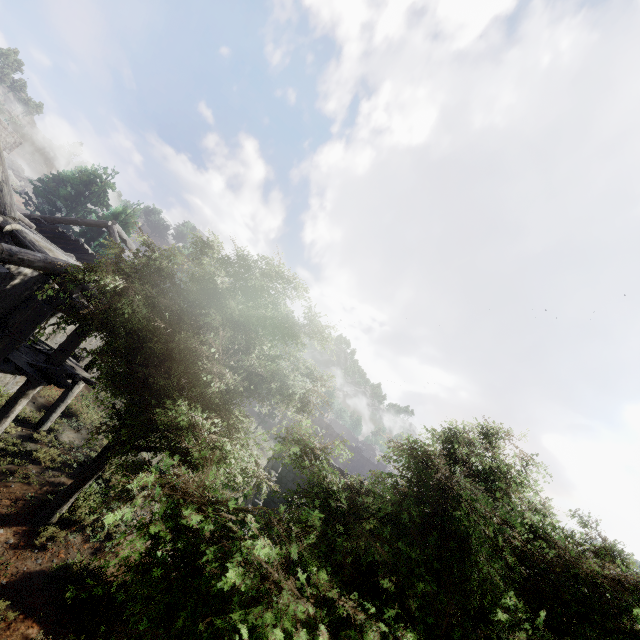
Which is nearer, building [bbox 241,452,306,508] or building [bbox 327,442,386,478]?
building [bbox 241,452,306,508]

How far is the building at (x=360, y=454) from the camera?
17.5 meters

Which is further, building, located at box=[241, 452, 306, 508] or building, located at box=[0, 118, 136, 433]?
building, located at box=[241, 452, 306, 508]

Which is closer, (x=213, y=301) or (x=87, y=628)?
(x=87, y=628)

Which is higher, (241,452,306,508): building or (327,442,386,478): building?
(327,442,386,478): building

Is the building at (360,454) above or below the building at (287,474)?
above

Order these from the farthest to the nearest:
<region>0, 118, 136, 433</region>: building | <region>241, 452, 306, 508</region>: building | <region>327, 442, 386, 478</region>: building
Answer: <region>327, 442, 386, 478</region>: building, <region>241, 452, 306, 508</region>: building, <region>0, 118, 136, 433</region>: building
